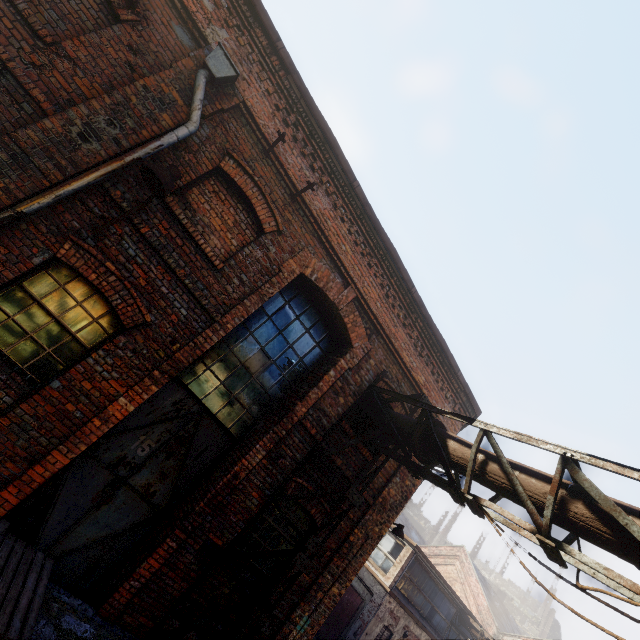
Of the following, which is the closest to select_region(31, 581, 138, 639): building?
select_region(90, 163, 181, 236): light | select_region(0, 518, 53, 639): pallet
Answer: select_region(0, 518, 53, 639): pallet

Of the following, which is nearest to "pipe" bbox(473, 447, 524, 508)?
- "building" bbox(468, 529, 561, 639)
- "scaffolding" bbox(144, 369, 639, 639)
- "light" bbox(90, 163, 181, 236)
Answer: "scaffolding" bbox(144, 369, 639, 639)

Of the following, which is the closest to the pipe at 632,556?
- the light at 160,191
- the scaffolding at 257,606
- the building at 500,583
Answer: the scaffolding at 257,606

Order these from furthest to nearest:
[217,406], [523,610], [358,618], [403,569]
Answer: [523,610] < [403,569] < [358,618] < [217,406]

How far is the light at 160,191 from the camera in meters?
3.9 m

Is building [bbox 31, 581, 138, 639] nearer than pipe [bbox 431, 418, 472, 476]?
Yes
